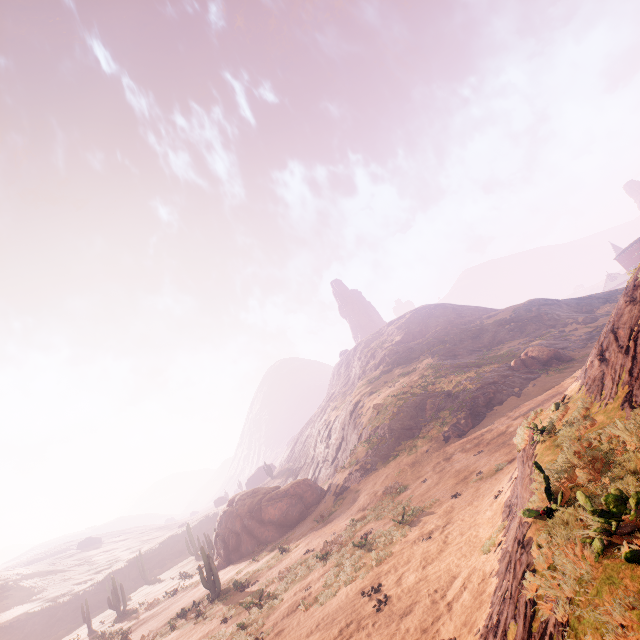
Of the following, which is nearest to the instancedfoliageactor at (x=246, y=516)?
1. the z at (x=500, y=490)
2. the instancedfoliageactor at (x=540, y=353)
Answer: the z at (x=500, y=490)

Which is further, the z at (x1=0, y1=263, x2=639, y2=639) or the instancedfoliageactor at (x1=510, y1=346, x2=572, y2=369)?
the instancedfoliageactor at (x1=510, y1=346, x2=572, y2=369)

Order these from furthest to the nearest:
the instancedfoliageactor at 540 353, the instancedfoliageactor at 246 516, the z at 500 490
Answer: the instancedfoliageactor at 540 353 < the instancedfoliageactor at 246 516 < the z at 500 490

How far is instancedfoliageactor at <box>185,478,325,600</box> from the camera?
27.2 meters

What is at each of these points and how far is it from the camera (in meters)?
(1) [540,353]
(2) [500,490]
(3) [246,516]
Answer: (1) instancedfoliageactor, 34.91
(2) z, 12.16
(3) instancedfoliageactor, 29.77

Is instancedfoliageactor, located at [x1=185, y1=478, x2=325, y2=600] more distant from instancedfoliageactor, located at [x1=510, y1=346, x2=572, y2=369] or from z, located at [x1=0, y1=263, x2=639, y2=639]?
instancedfoliageactor, located at [x1=510, y1=346, x2=572, y2=369]

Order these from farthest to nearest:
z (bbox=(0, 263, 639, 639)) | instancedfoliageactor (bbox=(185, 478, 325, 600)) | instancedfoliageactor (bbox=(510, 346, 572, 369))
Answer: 1. instancedfoliageactor (bbox=(510, 346, 572, 369))
2. instancedfoliageactor (bbox=(185, 478, 325, 600))
3. z (bbox=(0, 263, 639, 639))
